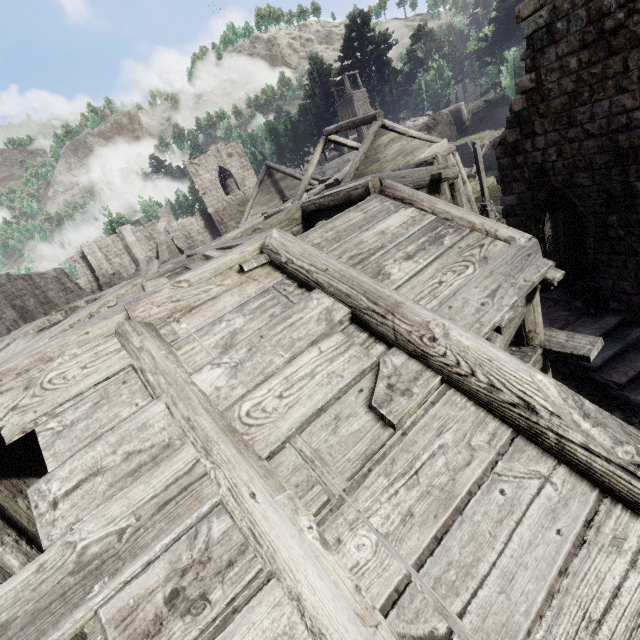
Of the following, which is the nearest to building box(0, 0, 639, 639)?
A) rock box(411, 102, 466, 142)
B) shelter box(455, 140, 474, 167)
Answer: shelter box(455, 140, 474, 167)

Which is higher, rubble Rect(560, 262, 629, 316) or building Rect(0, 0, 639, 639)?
building Rect(0, 0, 639, 639)

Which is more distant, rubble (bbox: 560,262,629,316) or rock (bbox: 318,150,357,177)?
rock (bbox: 318,150,357,177)

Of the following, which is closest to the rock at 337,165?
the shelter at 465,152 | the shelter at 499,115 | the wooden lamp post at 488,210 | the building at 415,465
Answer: the shelter at 499,115

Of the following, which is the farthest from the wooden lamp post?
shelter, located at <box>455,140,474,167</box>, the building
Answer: the building

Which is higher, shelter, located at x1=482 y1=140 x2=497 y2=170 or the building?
the building

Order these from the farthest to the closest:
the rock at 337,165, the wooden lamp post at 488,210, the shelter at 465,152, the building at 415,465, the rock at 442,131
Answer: the rock at 337,165 < the rock at 442,131 < the shelter at 465,152 < the wooden lamp post at 488,210 < the building at 415,465

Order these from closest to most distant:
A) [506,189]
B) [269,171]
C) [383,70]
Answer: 1. [506,189]
2. [269,171]
3. [383,70]
